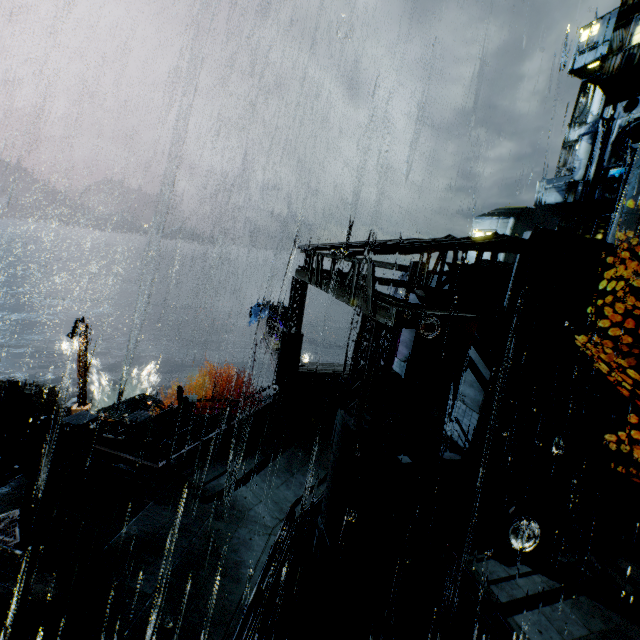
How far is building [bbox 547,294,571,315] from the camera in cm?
1191

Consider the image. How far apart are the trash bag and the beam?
8.5m

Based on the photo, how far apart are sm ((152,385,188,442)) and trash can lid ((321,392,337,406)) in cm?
825

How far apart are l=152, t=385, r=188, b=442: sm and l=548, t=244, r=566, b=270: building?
18.3 meters

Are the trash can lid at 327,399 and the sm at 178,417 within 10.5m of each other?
yes

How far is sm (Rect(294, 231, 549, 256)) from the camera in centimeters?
900cm

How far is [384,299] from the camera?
7.7 meters

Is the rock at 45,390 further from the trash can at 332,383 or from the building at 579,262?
the trash can at 332,383
